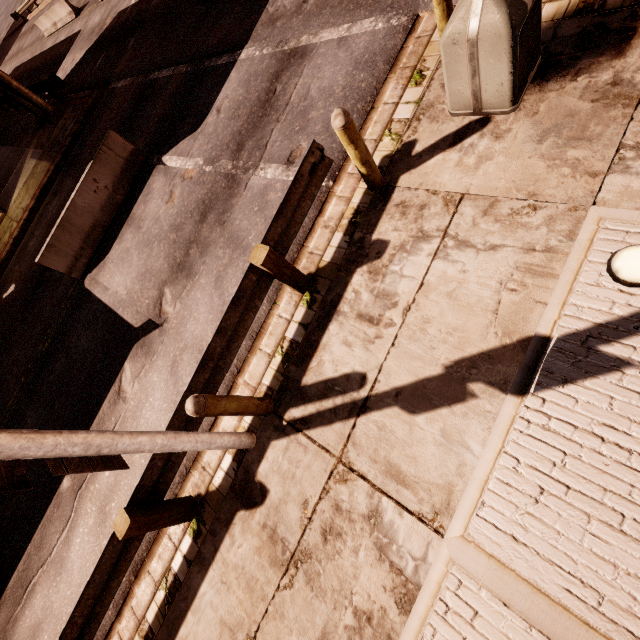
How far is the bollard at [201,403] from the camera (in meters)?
3.37

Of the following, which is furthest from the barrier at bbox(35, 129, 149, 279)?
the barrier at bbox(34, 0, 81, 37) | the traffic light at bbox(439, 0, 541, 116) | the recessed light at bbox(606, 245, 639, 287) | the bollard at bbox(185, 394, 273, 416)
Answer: the barrier at bbox(34, 0, 81, 37)

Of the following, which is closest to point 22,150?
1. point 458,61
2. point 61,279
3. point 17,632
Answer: point 61,279

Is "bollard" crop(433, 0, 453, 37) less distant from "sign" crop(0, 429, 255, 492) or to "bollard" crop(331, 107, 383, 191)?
"bollard" crop(331, 107, 383, 191)

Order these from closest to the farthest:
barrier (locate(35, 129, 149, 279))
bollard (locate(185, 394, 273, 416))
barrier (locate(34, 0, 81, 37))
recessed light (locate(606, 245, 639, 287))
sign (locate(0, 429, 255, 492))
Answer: sign (locate(0, 429, 255, 492)), recessed light (locate(606, 245, 639, 287)), bollard (locate(185, 394, 273, 416)), barrier (locate(35, 129, 149, 279)), barrier (locate(34, 0, 81, 37))

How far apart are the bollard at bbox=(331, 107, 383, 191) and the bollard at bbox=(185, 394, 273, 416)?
3.3 meters

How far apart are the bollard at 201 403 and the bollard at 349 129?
3.3 meters

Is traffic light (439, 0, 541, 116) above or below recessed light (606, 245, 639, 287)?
above
